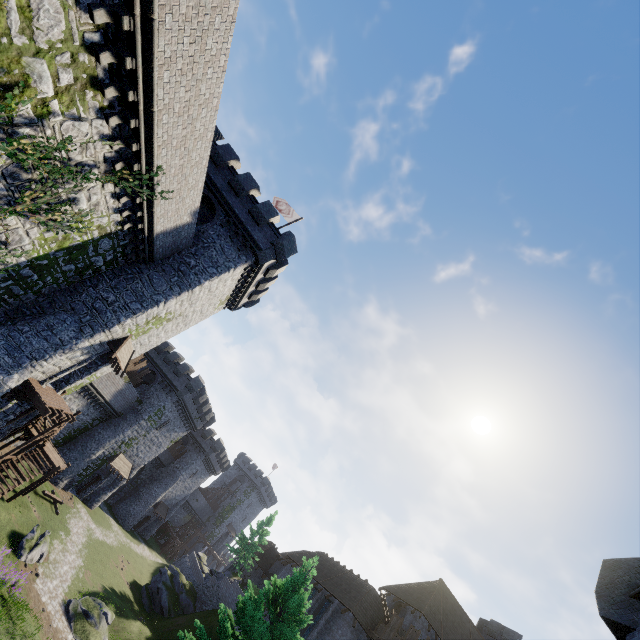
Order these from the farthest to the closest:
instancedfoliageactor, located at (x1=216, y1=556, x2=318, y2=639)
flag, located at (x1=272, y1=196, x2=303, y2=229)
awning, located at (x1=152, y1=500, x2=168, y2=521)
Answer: awning, located at (x1=152, y1=500, x2=168, y2=521), flag, located at (x1=272, y1=196, x2=303, y2=229), instancedfoliageactor, located at (x1=216, y1=556, x2=318, y2=639)

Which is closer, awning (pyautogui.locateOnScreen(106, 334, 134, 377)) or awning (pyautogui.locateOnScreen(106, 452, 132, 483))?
awning (pyautogui.locateOnScreen(106, 334, 134, 377))

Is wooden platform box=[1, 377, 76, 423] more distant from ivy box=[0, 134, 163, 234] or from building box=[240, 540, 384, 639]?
building box=[240, 540, 384, 639]

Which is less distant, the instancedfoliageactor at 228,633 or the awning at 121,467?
the instancedfoliageactor at 228,633

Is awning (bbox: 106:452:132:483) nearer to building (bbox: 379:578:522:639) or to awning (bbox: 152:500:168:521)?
awning (bbox: 152:500:168:521)

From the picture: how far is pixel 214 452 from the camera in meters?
54.7 m

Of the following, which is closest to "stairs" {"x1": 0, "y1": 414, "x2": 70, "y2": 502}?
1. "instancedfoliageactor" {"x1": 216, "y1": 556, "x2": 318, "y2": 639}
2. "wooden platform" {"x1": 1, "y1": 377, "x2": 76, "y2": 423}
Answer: "wooden platform" {"x1": 1, "y1": 377, "x2": 76, "y2": 423}

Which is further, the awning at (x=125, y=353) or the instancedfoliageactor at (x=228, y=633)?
the awning at (x=125, y=353)
